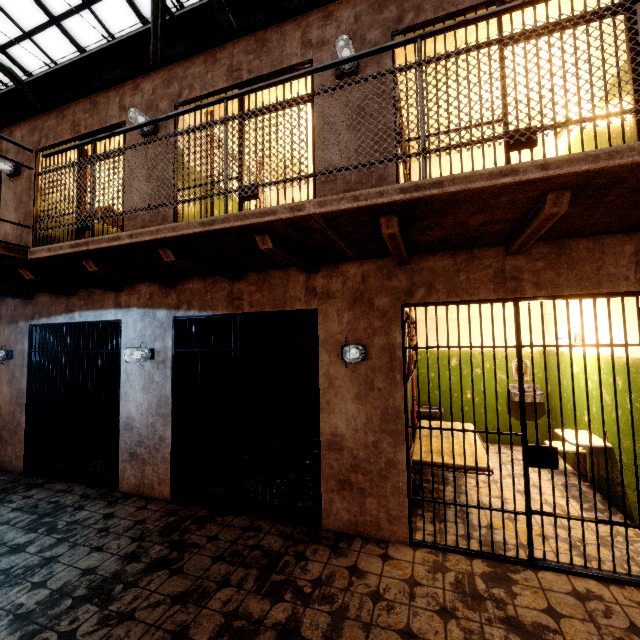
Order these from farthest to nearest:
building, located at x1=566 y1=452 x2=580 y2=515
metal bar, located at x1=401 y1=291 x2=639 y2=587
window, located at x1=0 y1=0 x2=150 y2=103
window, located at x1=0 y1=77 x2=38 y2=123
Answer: window, located at x1=0 y1=77 x2=38 y2=123, window, located at x1=0 y1=0 x2=150 y2=103, building, located at x1=566 y1=452 x2=580 y2=515, metal bar, located at x1=401 y1=291 x2=639 y2=587

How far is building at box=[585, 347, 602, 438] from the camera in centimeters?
404cm

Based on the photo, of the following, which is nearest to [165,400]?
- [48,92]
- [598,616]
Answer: [598,616]

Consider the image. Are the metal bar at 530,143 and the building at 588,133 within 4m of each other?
yes

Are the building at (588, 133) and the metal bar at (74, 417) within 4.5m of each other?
no

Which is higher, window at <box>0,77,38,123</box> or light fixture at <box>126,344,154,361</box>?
window at <box>0,77,38,123</box>

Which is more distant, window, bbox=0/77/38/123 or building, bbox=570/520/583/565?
window, bbox=0/77/38/123

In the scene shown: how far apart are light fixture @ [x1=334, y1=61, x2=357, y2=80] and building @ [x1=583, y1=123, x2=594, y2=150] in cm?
267
